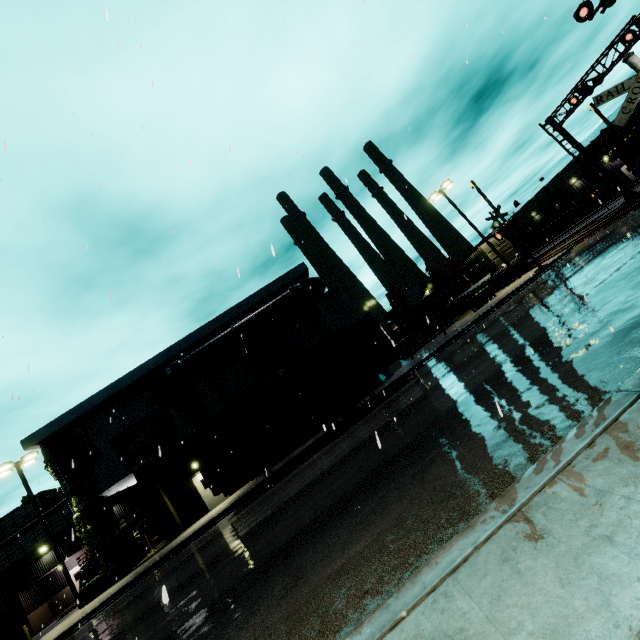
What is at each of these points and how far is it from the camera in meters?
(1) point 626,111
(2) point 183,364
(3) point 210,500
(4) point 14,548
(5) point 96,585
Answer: (1) railroad crossing sign, 4.1
(2) pipe, 21.4
(3) door, 21.0
(4) building, 27.7
(5) electrical box, 19.2

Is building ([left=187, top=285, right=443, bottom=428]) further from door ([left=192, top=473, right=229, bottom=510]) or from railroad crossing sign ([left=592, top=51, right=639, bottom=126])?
railroad crossing sign ([left=592, top=51, right=639, bottom=126])

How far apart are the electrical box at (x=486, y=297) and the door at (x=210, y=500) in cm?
2271

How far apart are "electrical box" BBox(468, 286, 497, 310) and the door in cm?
2271

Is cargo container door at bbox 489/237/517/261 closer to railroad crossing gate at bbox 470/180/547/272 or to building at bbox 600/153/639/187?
building at bbox 600/153/639/187

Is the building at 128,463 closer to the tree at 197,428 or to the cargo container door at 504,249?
the tree at 197,428

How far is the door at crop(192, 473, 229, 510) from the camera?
20.9 meters

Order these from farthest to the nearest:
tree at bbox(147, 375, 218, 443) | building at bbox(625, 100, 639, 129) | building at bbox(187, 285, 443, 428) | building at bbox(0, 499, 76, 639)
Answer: building at bbox(625, 100, 639, 129)
building at bbox(0, 499, 76, 639)
building at bbox(187, 285, 443, 428)
tree at bbox(147, 375, 218, 443)
